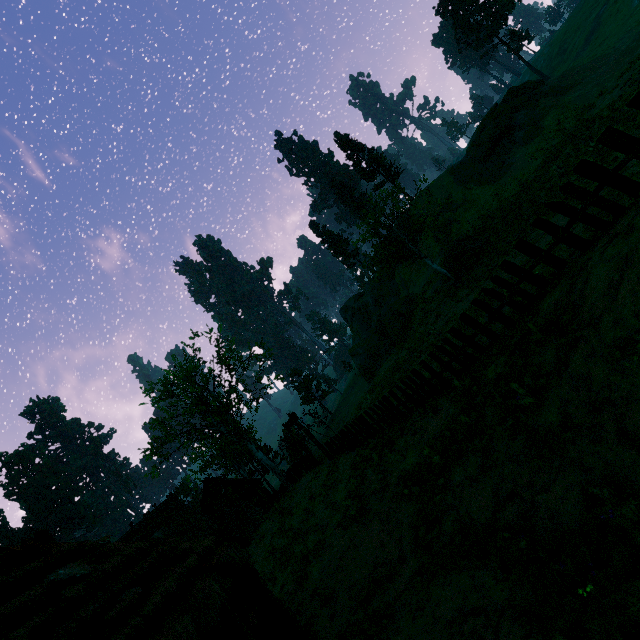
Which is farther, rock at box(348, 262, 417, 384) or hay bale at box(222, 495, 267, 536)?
rock at box(348, 262, 417, 384)

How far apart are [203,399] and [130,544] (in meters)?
18.95

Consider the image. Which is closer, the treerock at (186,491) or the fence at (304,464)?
the fence at (304,464)

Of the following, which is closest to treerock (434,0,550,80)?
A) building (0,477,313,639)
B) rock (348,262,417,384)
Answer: building (0,477,313,639)

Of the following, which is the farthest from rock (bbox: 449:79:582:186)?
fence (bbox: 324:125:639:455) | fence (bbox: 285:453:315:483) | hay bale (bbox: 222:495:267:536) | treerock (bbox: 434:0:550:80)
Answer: hay bale (bbox: 222:495:267:536)

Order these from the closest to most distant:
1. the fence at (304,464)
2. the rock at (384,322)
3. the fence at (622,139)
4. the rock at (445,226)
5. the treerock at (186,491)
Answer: the fence at (622,139) < the fence at (304,464) < the rock at (445,226) < the rock at (384,322) < the treerock at (186,491)

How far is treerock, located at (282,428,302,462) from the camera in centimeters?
Result: 2927cm

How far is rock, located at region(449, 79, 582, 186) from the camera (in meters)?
31.72
